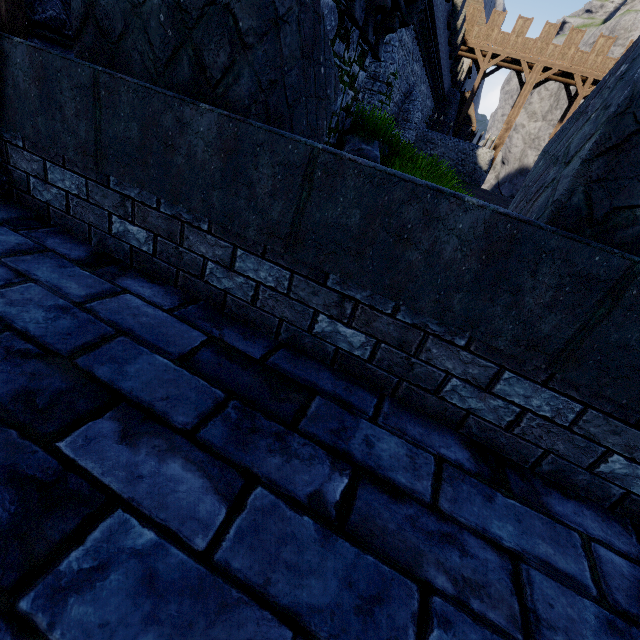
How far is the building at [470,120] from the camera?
36.88m

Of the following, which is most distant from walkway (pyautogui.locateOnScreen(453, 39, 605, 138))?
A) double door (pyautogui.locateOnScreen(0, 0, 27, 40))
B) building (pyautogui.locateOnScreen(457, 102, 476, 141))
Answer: double door (pyautogui.locateOnScreen(0, 0, 27, 40))

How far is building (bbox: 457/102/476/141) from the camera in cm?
3688

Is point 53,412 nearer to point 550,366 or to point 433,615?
point 433,615

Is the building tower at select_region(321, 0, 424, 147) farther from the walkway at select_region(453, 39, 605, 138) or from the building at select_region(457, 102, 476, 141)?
the building at select_region(457, 102, 476, 141)

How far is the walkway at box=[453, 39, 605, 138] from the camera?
25.4m

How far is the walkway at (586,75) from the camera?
25.41m

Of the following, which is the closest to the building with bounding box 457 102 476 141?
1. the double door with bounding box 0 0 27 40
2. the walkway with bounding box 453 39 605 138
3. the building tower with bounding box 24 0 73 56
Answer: the walkway with bounding box 453 39 605 138
